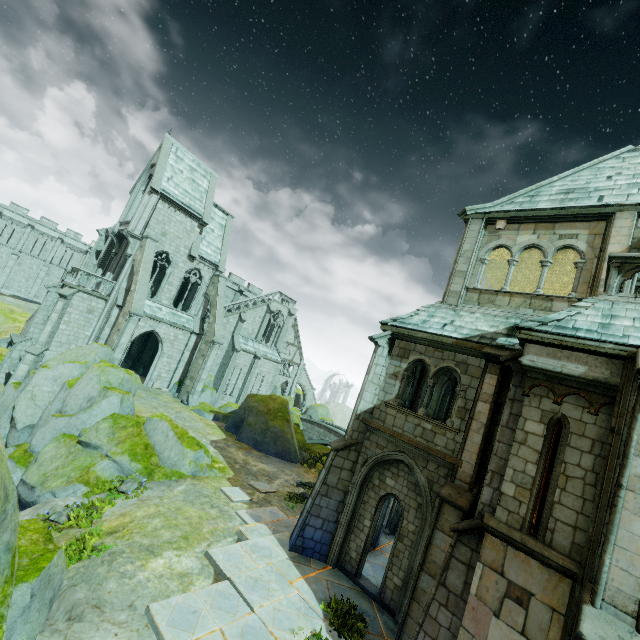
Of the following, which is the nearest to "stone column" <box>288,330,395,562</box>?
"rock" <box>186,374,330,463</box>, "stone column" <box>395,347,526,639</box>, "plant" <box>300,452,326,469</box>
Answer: "stone column" <box>395,347,526,639</box>

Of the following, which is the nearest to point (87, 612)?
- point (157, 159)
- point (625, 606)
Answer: point (625, 606)

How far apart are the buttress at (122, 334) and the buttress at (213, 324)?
5.9 meters

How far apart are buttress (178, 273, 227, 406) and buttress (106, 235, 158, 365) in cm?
588

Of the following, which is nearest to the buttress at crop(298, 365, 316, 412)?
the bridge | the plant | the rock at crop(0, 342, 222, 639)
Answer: the bridge

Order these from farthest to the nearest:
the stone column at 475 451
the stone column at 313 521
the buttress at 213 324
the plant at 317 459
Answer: the buttress at 213 324
the plant at 317 459
the stone column at 313 521
the stone column at 475 451

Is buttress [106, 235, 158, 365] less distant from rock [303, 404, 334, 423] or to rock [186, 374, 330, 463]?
rock [186, 374, 330, 463]

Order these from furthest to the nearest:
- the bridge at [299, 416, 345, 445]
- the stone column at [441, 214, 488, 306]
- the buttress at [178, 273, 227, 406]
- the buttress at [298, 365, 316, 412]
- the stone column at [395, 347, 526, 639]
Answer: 1. the buttress at [298, 365, 316, 412]
2. the bridge at [299, 416, 345, 445]
3. the buttress at [178, 273, 227, 406]
4. the stone column at [441, 214, 488, 306]
5. the stone column at [395, 347, 526, 639]
